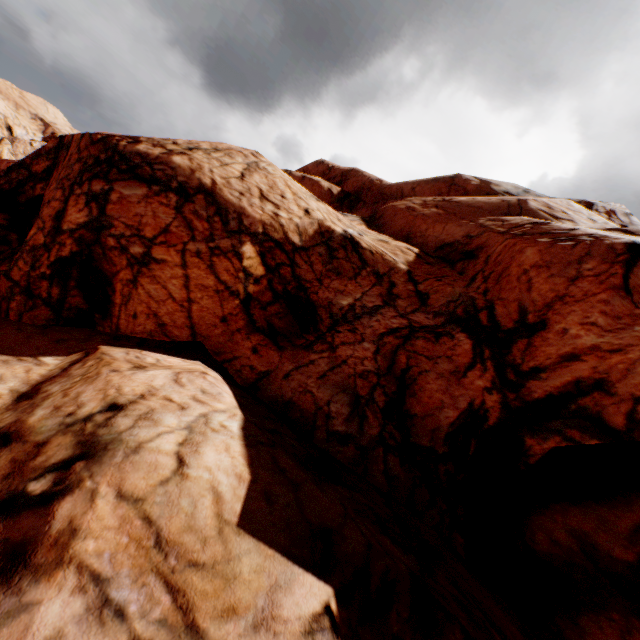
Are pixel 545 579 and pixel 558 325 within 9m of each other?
yes
